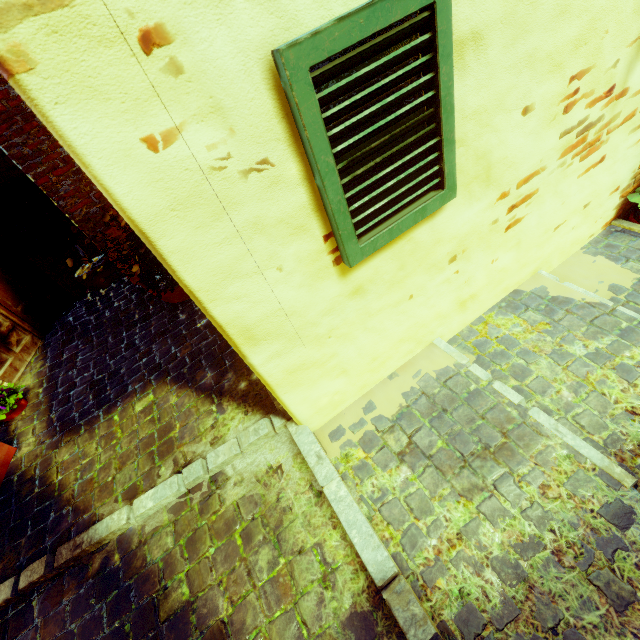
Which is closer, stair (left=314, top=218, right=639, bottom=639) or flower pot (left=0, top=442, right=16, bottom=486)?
stair (left=314, top=218, right=639, bottom=639)

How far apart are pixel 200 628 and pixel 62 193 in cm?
341

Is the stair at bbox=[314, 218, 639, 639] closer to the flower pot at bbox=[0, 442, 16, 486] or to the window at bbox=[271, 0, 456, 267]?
the window at bbox=[271, 0, 456, 267]

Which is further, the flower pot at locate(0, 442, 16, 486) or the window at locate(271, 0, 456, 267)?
the flower pot at locate(0, 442, 16, 486)

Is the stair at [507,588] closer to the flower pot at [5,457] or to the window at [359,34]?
the window at [359,34]

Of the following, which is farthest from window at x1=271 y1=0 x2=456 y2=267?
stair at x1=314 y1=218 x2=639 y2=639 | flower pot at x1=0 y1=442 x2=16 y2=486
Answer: flower pot at x1=0 y1=442 x2=16 y2=486
